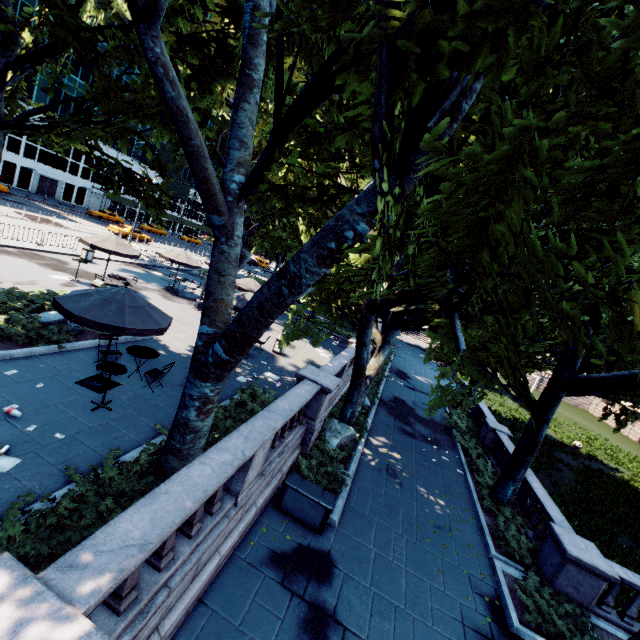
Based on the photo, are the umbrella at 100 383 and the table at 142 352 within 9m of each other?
yes

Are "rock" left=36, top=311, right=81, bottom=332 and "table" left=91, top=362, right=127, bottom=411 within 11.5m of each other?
yes

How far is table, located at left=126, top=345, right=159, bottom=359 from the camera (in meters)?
9.84

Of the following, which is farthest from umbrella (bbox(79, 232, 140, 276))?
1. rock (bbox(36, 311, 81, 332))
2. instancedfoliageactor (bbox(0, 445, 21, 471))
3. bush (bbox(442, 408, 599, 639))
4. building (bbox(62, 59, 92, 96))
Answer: building (bbox(62, 59, 92, 96))

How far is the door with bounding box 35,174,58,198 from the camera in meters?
47.5 m

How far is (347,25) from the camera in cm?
438

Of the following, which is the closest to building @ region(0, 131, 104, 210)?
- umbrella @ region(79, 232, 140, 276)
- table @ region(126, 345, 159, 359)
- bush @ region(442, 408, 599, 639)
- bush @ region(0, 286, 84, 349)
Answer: umbrella @ region(79, 232, 140, 276)

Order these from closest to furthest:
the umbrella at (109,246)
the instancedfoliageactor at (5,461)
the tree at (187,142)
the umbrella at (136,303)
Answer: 1. the tree at (187,142)
2. the instancedfoliageactor at (5,461)
3. the umbrella at (136,303)
4. the umbrella at (109,246)
